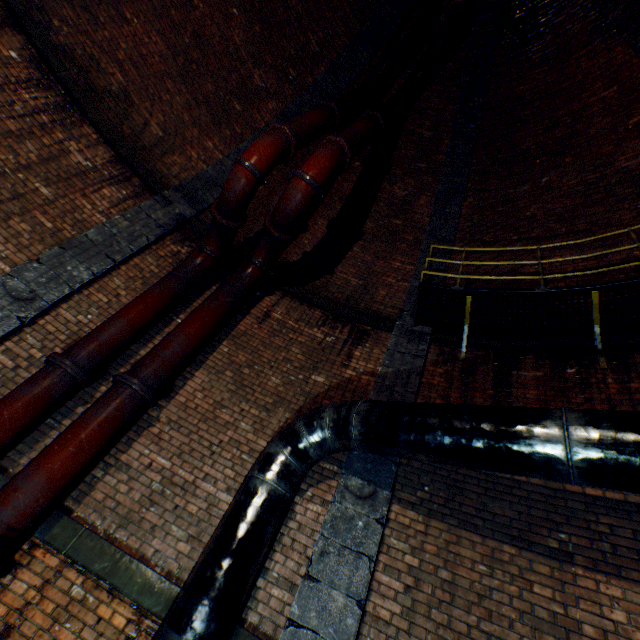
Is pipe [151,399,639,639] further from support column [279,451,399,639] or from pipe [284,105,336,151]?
pipe [284,105,336,151]

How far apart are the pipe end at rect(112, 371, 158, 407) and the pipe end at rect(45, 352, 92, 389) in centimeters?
27cm

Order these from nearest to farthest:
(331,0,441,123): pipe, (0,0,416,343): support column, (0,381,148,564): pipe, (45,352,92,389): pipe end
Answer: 1. (0,381,148,564): pipe
2. (45,352,92,389): pipe end
3. (0,0,416,343): support column
4. (331,0,441,123): pipe

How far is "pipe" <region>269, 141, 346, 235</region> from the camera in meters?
5.0 m

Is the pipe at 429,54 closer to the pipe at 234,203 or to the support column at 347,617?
the support column at 347,617

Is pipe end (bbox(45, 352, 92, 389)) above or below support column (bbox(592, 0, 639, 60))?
below

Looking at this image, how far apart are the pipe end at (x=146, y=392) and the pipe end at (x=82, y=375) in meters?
0.3 m

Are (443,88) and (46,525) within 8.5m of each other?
no
